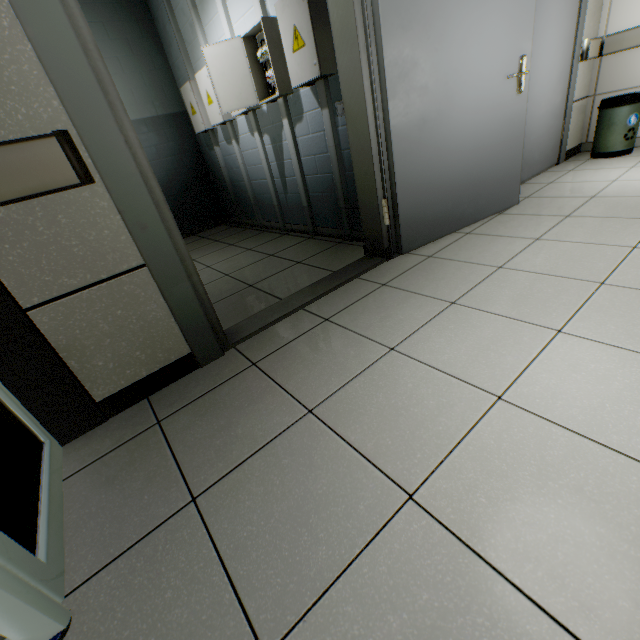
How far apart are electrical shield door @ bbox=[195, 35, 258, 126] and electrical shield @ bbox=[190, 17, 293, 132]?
0.06m

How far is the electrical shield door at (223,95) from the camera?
2.8 meters

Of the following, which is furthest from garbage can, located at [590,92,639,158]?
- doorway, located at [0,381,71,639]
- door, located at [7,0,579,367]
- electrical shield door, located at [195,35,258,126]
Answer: doorway, located at [0,381,71,639]

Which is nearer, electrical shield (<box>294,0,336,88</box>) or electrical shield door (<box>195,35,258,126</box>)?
electrical shield (<box>294,0,336,88</box>)

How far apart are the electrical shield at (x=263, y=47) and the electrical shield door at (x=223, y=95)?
0.06m

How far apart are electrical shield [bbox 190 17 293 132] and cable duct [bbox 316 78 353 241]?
0.4m

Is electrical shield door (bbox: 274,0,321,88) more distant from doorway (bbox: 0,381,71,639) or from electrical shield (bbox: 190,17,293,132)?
doorway (bbox: 0,381,71,639)

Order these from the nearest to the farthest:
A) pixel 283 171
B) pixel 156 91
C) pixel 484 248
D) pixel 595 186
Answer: pixel 484 248 < pixel 595 186 < pixel 283 171 < pixel 156 91
